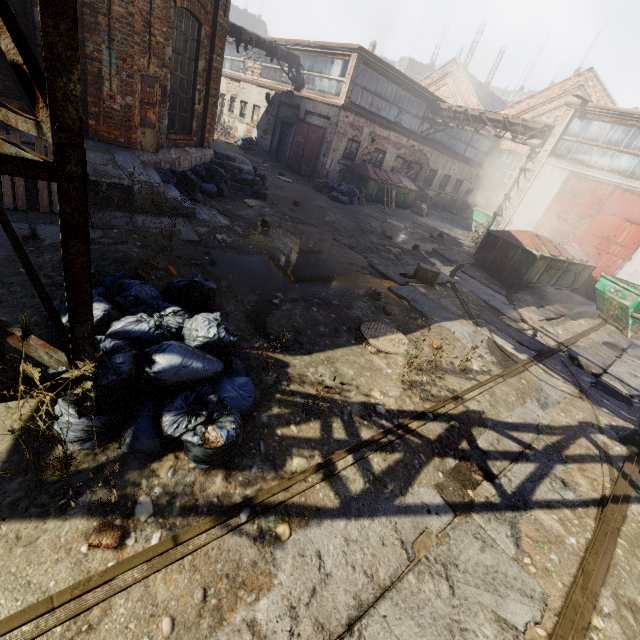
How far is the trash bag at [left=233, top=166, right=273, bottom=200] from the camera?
10.85m

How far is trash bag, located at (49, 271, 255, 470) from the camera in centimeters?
234cm

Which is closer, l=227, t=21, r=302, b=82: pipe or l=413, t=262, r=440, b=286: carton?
l=413, t=262, r=440, b=286: carton

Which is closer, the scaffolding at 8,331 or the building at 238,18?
the scaffolding at 8,331

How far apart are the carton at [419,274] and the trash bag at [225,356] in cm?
569

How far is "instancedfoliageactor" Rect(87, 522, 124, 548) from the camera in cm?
191

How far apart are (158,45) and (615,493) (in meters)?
10.71

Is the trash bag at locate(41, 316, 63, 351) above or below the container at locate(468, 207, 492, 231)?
below
